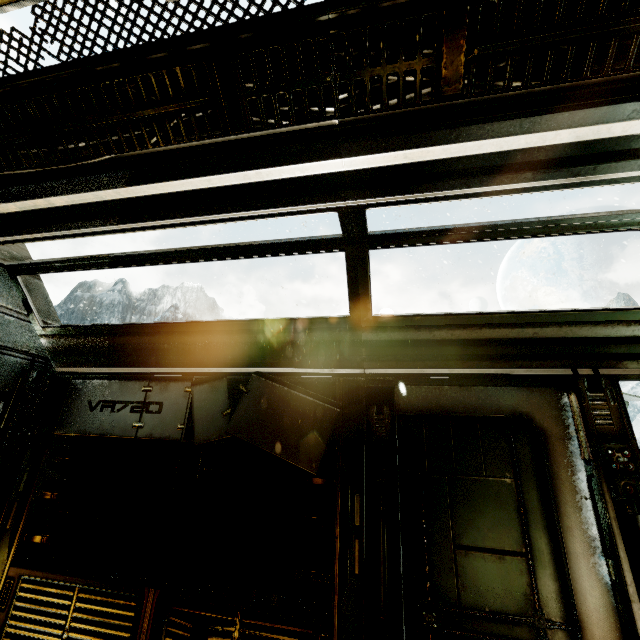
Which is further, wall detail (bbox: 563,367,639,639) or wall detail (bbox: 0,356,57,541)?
wall detail (bbox: 0,356,57,541)

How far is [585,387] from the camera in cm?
253

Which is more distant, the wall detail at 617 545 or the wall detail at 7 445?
the wall detail at 7 445
